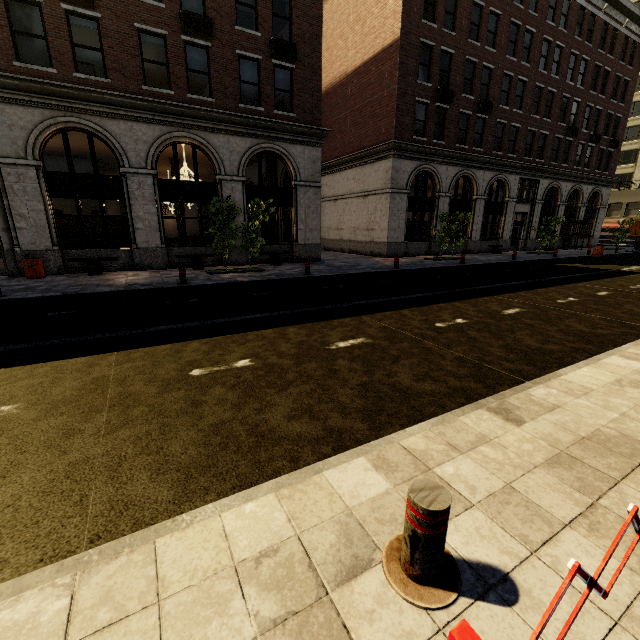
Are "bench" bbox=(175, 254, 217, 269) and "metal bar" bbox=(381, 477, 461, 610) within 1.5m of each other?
no

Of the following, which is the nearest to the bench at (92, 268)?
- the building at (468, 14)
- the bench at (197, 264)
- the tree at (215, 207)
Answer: the building at (468, 14)

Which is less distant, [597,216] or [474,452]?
[474,452]

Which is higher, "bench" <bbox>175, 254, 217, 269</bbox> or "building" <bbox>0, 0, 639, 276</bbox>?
"building" <bbox>0, 0, 639, 276</bbox>

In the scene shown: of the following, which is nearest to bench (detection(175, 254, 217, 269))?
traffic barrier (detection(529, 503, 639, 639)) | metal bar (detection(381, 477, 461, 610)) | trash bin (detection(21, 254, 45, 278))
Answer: trash bin (detection(21, 254, 45, 278))

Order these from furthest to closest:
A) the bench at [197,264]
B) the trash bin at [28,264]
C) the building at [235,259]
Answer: the building at [235,259] < the bench at [197,264] < the trash bin at [28,264]

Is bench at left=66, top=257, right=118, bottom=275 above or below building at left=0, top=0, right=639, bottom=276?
below

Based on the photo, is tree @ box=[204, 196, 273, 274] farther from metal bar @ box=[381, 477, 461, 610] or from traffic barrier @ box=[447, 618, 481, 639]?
traffic barrier @ box=[447, 618, 481, 639]
